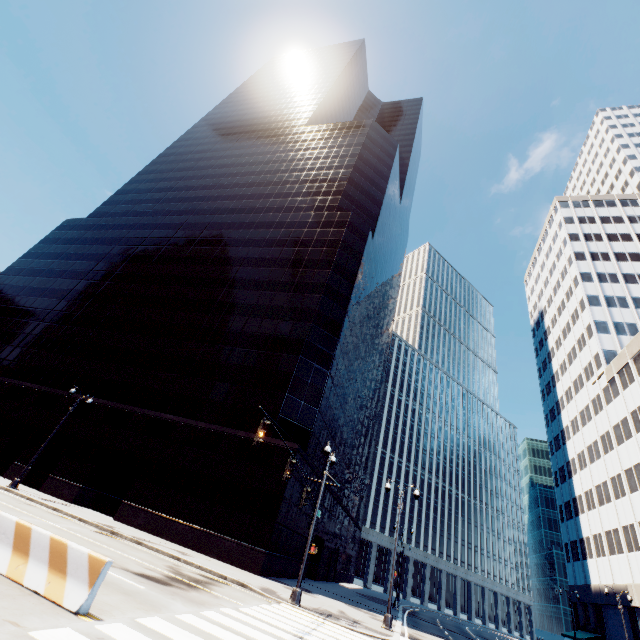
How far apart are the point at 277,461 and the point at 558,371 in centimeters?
5940cm

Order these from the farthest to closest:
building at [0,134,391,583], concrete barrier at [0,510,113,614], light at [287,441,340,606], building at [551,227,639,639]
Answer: building at [551,227,639,639] → building at [0,134,391,583] → light at [287,441,340,606] → concrete barrier at [0,510,113,614]

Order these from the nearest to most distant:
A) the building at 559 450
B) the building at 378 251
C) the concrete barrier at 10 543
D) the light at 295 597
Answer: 1. the concrete barrier at 10 543
2. the light at 295 597
3. the building at 378 251
4. the building at 559 450

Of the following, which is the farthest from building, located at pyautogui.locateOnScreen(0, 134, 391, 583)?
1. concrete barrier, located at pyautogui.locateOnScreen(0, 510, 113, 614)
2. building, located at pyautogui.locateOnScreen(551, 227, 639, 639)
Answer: building, located at pyautogui.locateOnScreen(551, 227, 639, 639)

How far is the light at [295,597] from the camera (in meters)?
15.29

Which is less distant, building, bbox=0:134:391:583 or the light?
the light

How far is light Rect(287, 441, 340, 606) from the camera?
15.3 meters

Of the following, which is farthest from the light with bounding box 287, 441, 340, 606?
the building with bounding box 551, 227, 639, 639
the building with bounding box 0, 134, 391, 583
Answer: the building with bounding box 551, 227, 639, 639
